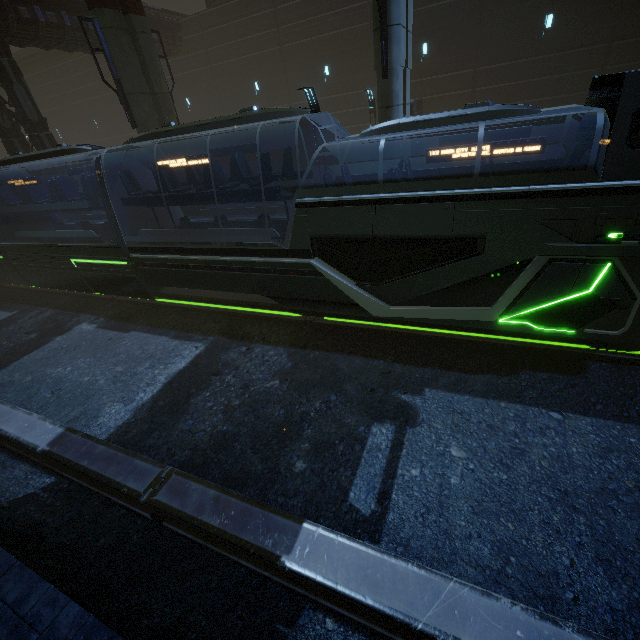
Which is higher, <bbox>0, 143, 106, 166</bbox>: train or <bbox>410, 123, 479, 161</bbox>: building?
<bbox>0, 143, 106, 166</bbox>: train

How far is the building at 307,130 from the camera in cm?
2303

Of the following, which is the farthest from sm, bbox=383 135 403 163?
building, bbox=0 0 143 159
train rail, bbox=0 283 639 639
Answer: train rail, bbox=0 283 639 639

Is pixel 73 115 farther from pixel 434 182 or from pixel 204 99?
pixel 434 182

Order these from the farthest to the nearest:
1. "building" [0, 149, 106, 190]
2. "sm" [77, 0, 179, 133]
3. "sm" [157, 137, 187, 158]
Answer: "building" [0, 149, 106, 190] < "sm" [157, 137, 187, 158] < "sm" [77, 0, 179, 133]

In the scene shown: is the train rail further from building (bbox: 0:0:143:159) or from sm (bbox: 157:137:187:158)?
sm (bbox: 157:137:187:158)

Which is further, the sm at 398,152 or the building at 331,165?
the building at 331,165
